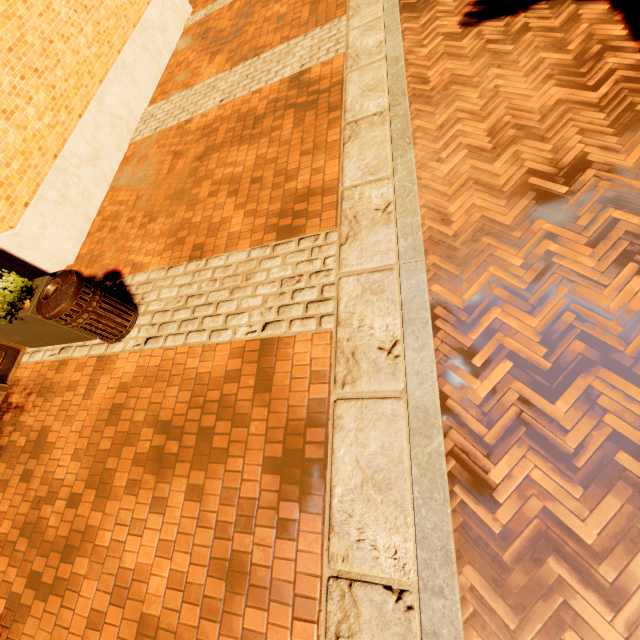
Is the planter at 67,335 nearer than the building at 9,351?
Yes

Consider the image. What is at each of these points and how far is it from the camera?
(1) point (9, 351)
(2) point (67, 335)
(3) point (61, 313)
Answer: (1) building, 4.9m
(2) planter, 4.3m
(3) garbage, 3.5m

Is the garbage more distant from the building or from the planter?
the building

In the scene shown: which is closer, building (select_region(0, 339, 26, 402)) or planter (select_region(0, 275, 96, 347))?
planter (select_region(0, 275, 96, 347))

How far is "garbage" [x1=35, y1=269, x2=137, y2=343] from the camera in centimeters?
352cm

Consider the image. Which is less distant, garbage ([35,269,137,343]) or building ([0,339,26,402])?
garbage ([35,269,137,343])

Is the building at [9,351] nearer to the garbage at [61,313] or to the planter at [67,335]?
the planter at [67,335]
